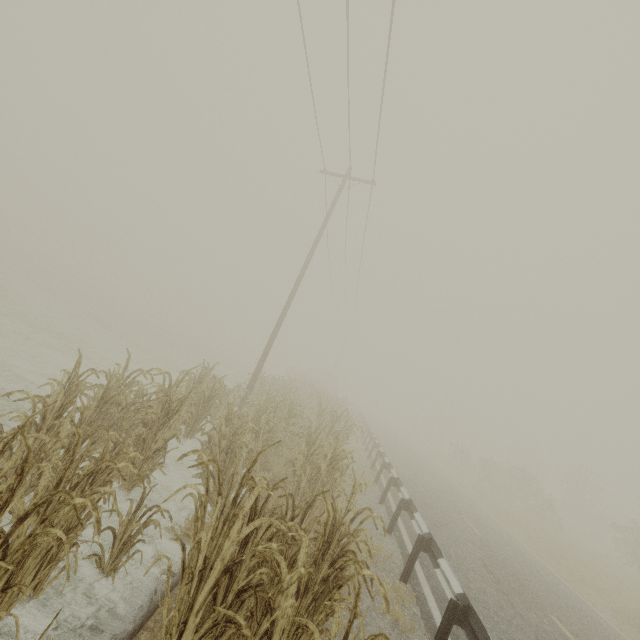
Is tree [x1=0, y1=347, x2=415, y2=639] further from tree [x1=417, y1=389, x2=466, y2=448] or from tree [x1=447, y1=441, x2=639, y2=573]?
tree [x1=417, y1=389, x2=466, y2=448]

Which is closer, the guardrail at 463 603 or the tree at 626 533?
the guardrail at 463 603

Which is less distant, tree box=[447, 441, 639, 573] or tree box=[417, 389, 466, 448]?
tree box=[447, 441, 639, 573]

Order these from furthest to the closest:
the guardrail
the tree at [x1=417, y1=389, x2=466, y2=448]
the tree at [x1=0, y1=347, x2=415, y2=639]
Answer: the tree at [x1=417, y1=389, x2=466, y2=448], the guardrail, the tree at [x1=0, y1=347, x2=415, y2=639]

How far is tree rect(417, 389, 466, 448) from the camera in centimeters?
5638cm

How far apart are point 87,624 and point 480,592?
7.4 meters

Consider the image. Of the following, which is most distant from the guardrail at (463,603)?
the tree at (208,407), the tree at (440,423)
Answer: the tree at (440,423)
